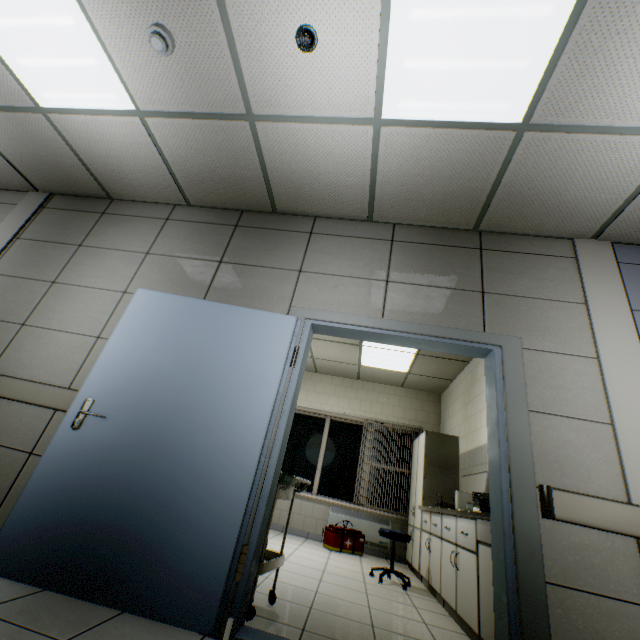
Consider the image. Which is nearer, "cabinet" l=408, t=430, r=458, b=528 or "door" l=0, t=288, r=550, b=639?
"door" l=0, t=288, r=550, b=639

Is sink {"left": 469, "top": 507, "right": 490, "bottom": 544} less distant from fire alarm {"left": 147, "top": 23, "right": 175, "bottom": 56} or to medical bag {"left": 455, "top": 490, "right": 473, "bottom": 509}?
medical bag {"left": 455, "top": 490, "right": 473, "bottom": 509}

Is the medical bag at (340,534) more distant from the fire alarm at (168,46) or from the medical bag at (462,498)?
the fire alarm at (168,46)

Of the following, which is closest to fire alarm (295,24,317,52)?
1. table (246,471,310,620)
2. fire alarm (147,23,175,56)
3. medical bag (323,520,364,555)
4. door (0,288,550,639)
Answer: fire alarm (147,23,175,56)

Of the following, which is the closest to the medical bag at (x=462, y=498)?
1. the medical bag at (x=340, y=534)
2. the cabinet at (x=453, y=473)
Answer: the cabinet at (x=453, y=473)

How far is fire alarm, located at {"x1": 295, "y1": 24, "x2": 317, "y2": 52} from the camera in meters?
2.0 m

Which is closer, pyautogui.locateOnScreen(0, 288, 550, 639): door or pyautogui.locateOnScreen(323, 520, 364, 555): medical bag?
pyautogui.locateOnScreen(0, 288, 550, 639): door

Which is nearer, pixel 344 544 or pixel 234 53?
pixel 234 53
